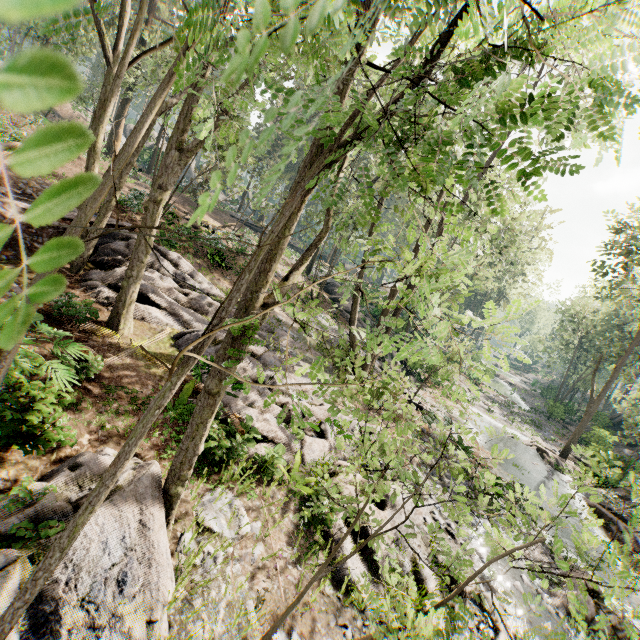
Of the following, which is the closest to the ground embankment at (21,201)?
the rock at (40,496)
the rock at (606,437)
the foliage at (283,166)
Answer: the foliage at (283,166)

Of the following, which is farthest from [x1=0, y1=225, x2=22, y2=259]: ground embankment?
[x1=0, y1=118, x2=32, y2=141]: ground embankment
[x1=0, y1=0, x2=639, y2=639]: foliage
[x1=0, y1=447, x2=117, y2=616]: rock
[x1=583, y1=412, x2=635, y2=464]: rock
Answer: [x1=583, y1=412, x2=635, y2=464]: rock

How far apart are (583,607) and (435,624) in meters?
1.1 m

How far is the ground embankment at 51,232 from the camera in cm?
1012

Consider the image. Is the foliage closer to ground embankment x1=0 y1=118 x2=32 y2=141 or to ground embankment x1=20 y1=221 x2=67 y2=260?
ground embankment x1=20 y1=221 x2=67 y2=260

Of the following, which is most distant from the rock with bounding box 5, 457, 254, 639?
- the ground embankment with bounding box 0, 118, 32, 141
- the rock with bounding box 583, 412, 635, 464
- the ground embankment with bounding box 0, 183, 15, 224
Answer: the rock with bounding box 583, 412, 635, 464

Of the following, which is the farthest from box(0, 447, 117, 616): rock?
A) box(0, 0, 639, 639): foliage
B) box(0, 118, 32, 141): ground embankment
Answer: box(0, 118, 32, 141): ground embankment
